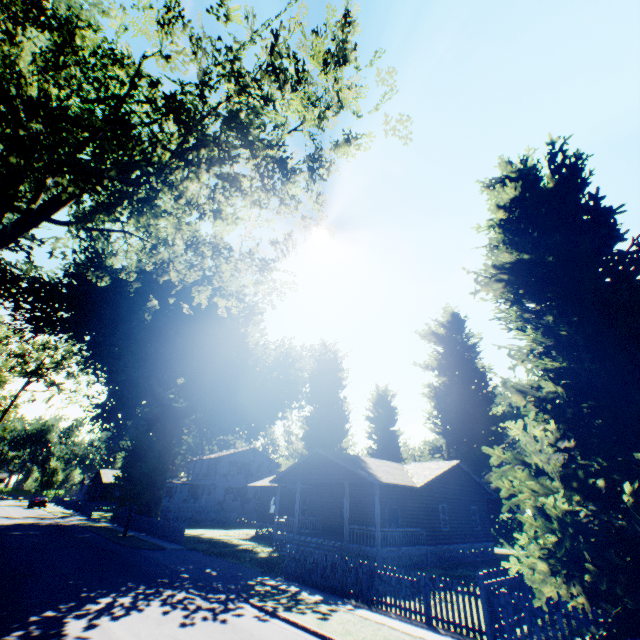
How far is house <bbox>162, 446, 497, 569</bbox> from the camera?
20.5 meters

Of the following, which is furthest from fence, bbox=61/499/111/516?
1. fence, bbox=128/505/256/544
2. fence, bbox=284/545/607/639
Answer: fence, bbox=284/545/607/639

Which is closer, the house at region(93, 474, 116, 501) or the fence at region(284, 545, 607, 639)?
the fence at region(284, 545, 607, 639)

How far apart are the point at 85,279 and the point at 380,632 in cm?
3456

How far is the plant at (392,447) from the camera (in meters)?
38.91

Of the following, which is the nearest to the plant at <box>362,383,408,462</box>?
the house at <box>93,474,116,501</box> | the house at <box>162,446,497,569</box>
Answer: the house at <box>162,446,497,569</box>

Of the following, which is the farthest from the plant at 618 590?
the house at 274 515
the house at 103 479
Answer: the house at 103 479

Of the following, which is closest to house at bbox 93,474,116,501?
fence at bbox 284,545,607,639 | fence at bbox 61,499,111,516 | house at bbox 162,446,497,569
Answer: fence at bbox 61,499,111,516
